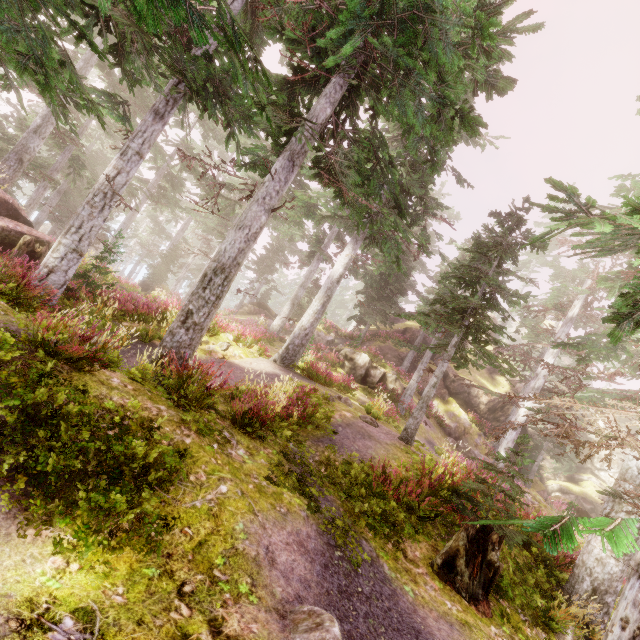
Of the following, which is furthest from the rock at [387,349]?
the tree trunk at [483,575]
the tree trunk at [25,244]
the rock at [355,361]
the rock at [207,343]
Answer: the tree trunk at [483,575]

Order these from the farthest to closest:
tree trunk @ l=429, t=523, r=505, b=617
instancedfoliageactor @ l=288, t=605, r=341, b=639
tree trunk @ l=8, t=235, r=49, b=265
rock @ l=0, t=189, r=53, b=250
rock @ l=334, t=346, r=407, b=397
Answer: rock @ l=334, t=346, r=407, b=397, rock @ l=0, t=189, r=53, b=250, tree trunk @ l=8, t=235, r=49, b=265, tree trunk @ l=429, t=523, r=505, b=617, instancedfoliageactor @ l=288, t=605, r=341, b=639

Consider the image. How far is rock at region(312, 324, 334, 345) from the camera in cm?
2889

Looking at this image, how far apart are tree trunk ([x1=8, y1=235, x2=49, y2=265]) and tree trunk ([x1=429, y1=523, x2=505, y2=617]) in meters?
16.1

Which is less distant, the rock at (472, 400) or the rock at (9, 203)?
the rock at (9, 203)

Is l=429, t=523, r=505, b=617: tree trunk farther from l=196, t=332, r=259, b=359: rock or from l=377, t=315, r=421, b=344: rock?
l=377, t=315, r=421, b=344: rock

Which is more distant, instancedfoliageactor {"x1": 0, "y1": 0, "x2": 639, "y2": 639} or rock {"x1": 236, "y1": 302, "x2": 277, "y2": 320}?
rock {"x1": 236, "y1": 302, "x2": 277, "y2": 320}

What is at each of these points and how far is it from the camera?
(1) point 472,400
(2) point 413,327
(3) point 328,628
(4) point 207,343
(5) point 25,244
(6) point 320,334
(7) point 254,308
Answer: (1) rock, 28.2m
(2) rock, 33.4m
(3) instancedfoliageactor, 3.2m
(4) rock, 13.2m
(5) tree trunk, 12.2m
(6) rock, 29.4m
(7) rock, 37.4m
